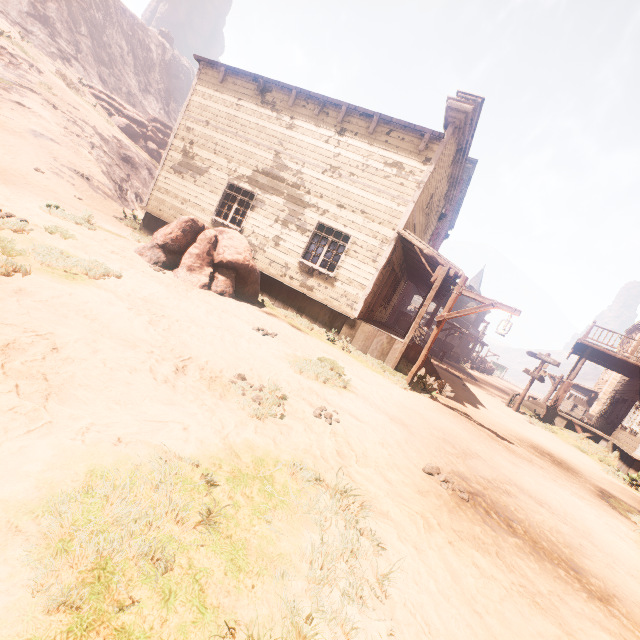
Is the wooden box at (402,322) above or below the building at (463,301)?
below

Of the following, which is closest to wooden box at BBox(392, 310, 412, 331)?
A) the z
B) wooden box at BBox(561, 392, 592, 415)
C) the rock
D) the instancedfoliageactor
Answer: the z

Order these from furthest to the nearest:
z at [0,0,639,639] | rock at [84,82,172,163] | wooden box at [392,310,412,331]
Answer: rock at [84,82,172,163]
wooden box at [392,310,412,331]
z at [0,0,639,639]

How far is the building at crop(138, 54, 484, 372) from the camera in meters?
10.2

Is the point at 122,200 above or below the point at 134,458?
above

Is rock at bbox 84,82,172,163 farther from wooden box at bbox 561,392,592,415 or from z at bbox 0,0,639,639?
wooden box at bbox 561,392,592,415

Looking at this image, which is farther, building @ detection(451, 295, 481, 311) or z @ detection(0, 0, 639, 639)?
building @ detection(451, 295, 481, 311)

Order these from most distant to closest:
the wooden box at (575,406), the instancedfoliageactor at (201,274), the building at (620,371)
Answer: the wooden box at (575,406), the building at (620,371), the instancedfoliageactor at (201,274)
